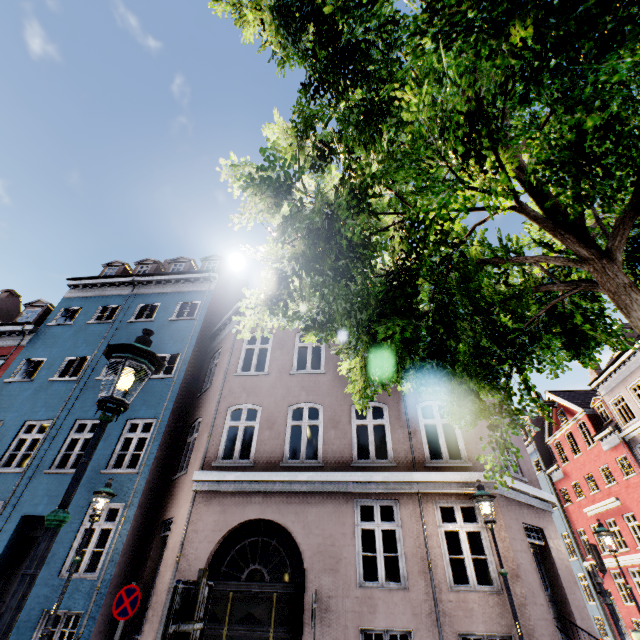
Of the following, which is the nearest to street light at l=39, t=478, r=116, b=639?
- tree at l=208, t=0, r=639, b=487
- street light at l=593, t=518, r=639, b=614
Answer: tree at l=208, t=0, r=639, b=487

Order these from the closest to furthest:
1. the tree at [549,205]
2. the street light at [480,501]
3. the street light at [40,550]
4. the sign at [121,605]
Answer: the tree at [549,205]
the street light at [40,550]
the street light at [480,501]
the sign at [121,605]

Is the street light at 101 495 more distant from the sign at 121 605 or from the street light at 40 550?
the street light at 40 550

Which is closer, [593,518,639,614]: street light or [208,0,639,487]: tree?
[208,0,639,487]: tree

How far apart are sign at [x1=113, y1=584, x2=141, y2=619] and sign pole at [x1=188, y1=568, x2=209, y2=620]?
6.79m

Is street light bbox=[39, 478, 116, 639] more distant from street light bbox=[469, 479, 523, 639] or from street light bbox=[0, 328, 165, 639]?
street light bbox=[469, 479, 523, 639]

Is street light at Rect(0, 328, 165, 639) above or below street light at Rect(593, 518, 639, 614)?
below

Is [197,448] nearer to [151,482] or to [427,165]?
[151,482]
